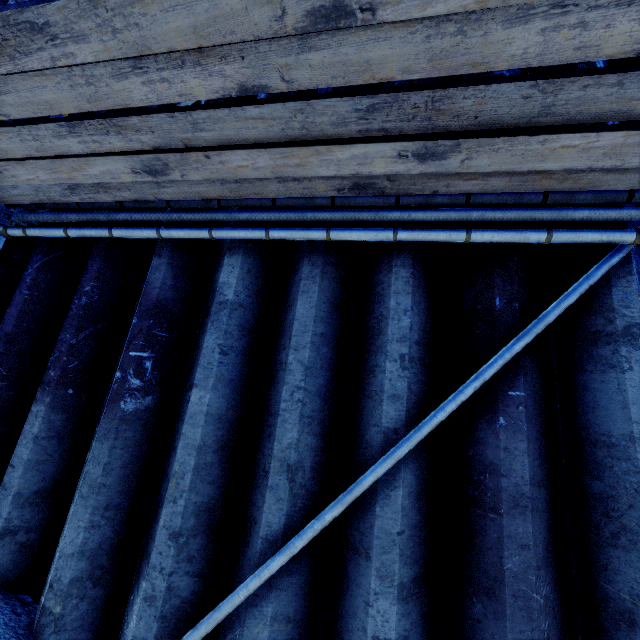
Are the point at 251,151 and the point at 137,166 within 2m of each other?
yes
